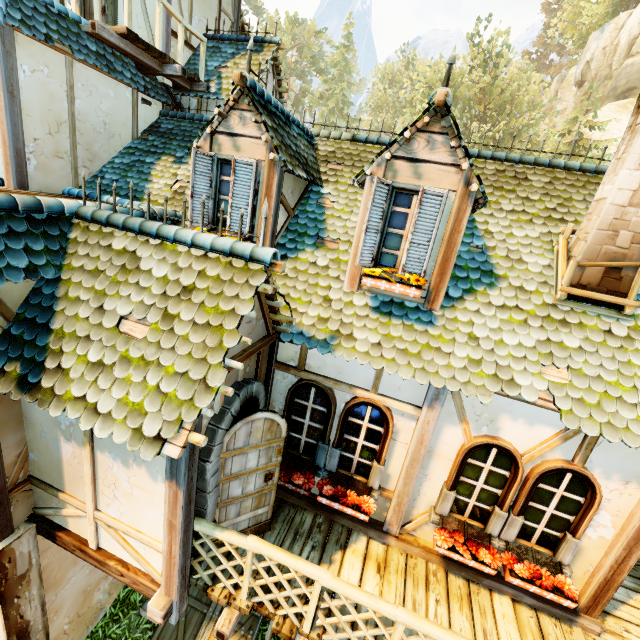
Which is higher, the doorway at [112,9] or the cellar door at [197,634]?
the doorway at [112,9]

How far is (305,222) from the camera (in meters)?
5.78

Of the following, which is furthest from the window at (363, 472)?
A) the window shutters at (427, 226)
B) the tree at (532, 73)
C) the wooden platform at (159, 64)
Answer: the tree at (532, 73)

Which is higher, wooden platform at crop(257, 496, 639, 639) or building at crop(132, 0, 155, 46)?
building at crop(132, 0, 155, 46)

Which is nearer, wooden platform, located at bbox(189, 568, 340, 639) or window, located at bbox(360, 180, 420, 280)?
wooden platform, located at bbox(189, 568, 340, 639)

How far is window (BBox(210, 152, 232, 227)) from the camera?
5.0 meters

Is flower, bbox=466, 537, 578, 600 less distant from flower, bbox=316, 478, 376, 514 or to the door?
flower, bbox=316, 478, 376, 514

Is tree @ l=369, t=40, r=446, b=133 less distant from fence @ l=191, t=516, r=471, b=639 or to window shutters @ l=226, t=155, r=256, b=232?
fence @ l=191, t=516, r=471, b=639
